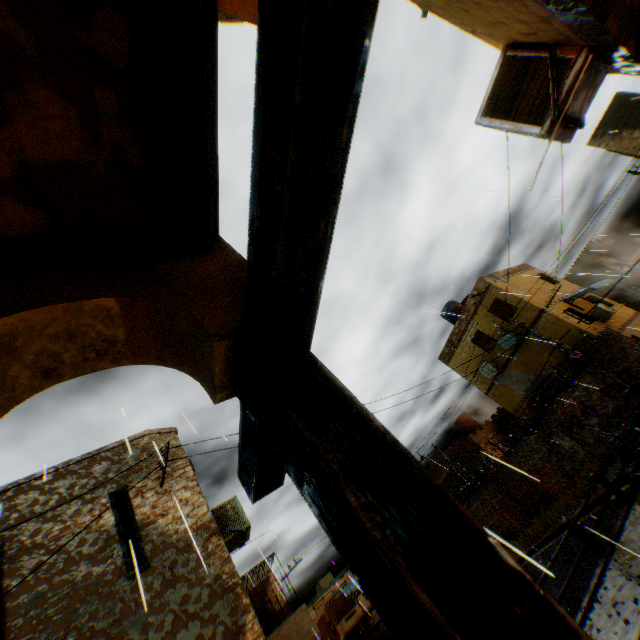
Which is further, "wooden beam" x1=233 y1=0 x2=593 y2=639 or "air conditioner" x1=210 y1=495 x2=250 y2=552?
"air conditioner" x1=210 y1=495 x2=250 y2=552

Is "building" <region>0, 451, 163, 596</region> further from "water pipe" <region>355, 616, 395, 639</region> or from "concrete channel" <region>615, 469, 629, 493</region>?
"water pipe" <region>355, 616, 395, 639</region>

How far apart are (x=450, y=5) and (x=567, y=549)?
20.8 meters

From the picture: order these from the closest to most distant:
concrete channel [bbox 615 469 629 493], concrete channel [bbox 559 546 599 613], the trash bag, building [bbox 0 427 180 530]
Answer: building [bbox 0 427 180 530] → the trash bag → concrete channel [bbox 615 469 629 493] → concrete channel [bbox 559 546 599 613]

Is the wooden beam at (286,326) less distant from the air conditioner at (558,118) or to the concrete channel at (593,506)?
the air conditioner at (558,118)

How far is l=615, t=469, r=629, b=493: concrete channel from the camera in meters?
12.8

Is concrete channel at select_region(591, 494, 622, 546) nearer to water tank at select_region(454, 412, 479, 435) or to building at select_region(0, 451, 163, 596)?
building at select_region(0, 451, 163, 596)

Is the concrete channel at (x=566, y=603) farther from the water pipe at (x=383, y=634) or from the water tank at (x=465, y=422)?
the water tank at (x=465, y=422)
